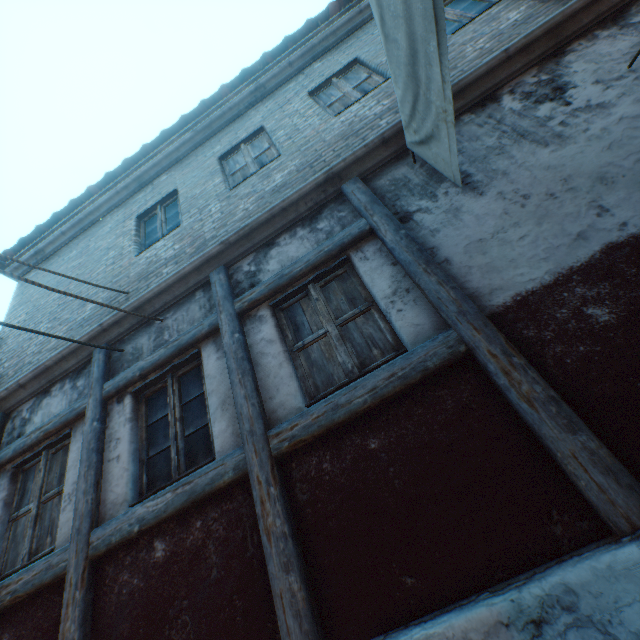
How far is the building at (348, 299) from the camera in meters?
2.8 m

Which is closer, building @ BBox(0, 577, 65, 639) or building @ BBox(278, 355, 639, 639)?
building @ BBox(278, 355, 639, 639)

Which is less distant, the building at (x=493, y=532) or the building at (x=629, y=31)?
the building at (x=493, y=532)

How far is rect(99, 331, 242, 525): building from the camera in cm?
309

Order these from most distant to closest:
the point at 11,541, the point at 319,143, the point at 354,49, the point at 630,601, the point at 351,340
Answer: the point at 354,49
the point at 319,143
the point at 11,541
the point at 351,340
the point at 630,601

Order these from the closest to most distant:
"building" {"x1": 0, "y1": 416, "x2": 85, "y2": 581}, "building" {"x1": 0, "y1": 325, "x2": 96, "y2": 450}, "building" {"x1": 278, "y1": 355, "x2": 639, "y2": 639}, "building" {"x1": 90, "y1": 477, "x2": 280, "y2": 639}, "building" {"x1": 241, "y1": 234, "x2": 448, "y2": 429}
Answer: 1. "building" {"x1": 278, "y1": 355, "x2": 639, "y2": 639}
2. "building" {"x1": 90, "y1": 477, "x2": 280, "y2": 639}
3. "building" {"x1": 241, "y1": 234, "x2": 448, "y2": 429}
4. "building" {"x1": 0, "y1": 416, "x2": 85, "y2": 581}
5. "building" {"x1": 0, "y1": 325, "x2": 96, "y2": 450}
